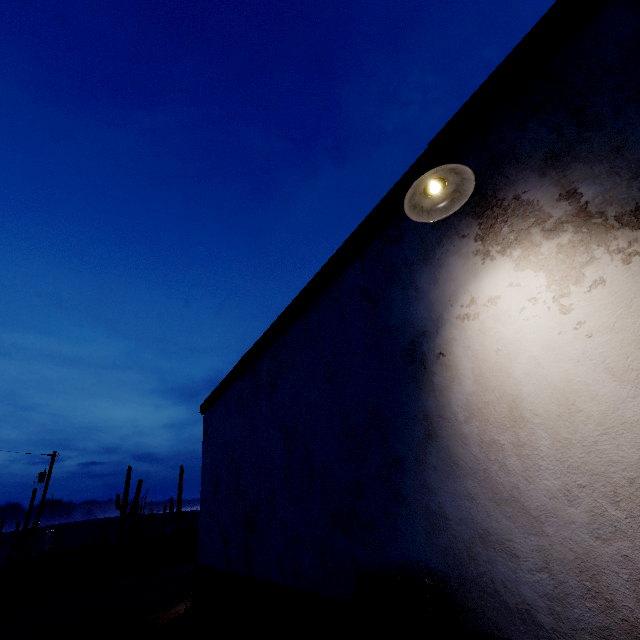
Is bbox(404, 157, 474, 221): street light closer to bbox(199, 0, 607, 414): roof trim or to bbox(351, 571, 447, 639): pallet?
bbox(199, 0, 607, 414): roof trim

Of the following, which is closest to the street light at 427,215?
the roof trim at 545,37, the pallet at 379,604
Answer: the roof trim at 545,37

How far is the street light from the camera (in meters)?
2.02

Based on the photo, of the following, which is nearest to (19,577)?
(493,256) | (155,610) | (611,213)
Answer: (155,610)

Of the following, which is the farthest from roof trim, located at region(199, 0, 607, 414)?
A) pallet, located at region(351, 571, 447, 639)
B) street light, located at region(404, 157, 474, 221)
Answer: pallet, located at region(351, 571, 447, 639)
